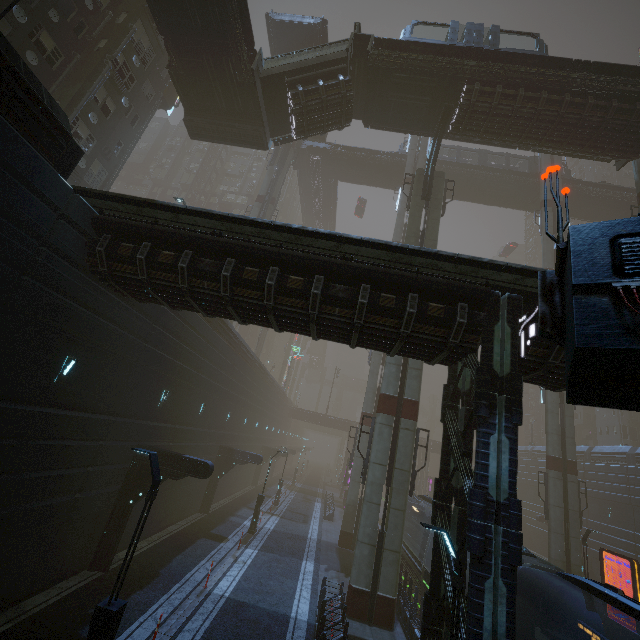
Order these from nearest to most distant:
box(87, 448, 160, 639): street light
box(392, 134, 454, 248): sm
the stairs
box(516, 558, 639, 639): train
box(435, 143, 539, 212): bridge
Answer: box(87, 448, 160, 639): street light, box(516, 558, 639, 639): train, the stairs, box(392, 134, 454, 248): sm, box(435, 143, 539, 212): bridge

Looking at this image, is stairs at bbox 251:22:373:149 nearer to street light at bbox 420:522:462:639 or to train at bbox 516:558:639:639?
street light at bbox 420:522:462:639

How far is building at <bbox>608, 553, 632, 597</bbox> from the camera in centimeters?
3069cm

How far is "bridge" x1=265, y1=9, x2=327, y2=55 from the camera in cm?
2912

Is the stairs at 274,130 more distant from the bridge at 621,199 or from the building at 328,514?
the bridge at 621,199

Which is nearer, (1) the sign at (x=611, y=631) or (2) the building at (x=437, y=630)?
(2) the building at (x=437, y=630)

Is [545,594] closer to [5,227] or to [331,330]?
[331,330]
